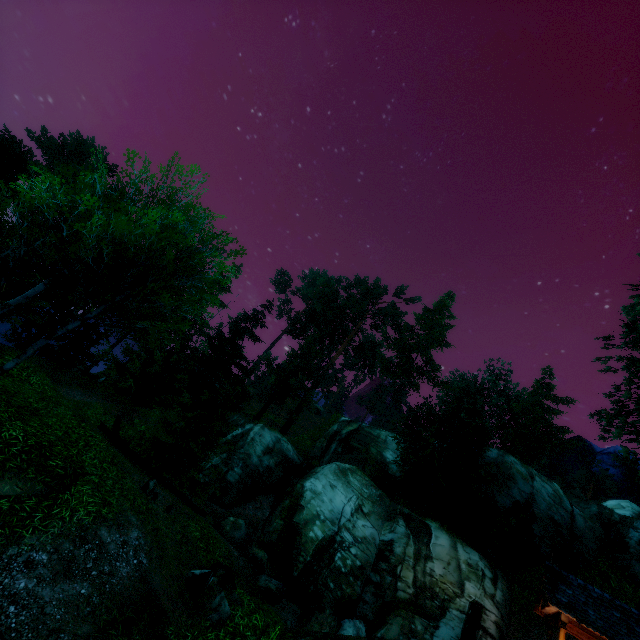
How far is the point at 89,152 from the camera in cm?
3381

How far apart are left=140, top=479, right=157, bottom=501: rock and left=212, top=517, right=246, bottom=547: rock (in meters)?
8.61

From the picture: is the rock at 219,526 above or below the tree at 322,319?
below

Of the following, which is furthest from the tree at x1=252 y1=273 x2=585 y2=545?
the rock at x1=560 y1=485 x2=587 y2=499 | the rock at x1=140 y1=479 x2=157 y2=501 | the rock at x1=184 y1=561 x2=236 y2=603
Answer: the rock at x1=184 y1=561 x2=236 y2=603

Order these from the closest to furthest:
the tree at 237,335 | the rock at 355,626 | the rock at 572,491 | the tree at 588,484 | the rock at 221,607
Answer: the rock at 221,607
the tree at 237,335
the rock at 355,626
the rock at 572,491
the tree at 588,484

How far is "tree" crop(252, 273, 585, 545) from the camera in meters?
19.2

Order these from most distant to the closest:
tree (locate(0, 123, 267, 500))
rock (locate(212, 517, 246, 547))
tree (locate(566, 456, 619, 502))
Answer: tree (locate(566, 456, 619, 502)), rock (locate(212, 517, 246, 547)), tree (locate(0, 123, 267, 500))

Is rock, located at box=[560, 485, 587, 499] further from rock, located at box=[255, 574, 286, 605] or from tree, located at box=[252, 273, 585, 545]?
rock, located at box=[255, 574, 286, 605]
